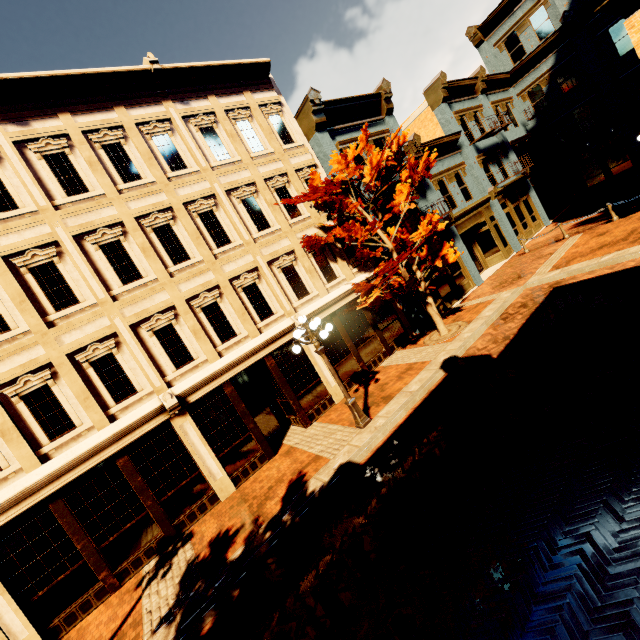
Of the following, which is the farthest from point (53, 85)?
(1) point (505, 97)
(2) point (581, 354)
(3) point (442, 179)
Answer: (1) point (505, 97)

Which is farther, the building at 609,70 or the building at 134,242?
the building at 609,70

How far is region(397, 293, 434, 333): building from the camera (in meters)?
14.49

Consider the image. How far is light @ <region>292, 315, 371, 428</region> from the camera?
8.77m

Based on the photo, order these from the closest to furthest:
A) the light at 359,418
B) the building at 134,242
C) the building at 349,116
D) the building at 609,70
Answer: the building at 134,242
the light at 359,418
the building at 349,116
the building at 609,70

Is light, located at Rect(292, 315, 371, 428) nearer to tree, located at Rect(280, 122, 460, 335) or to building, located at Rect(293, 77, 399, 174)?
tree, located at Rect(280, 122, 460, 335)

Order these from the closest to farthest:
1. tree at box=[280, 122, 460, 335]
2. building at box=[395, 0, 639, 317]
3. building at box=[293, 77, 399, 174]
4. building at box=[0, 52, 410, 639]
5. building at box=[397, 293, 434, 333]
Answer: building at box=[0, 52, 410, 639] → tree at box=[280, 122, 460, 335] → building at box=[293, 77, 399, 174] → building at box=[397, 293, 434, 333] → building at box=[395, 0, 639, 317]
